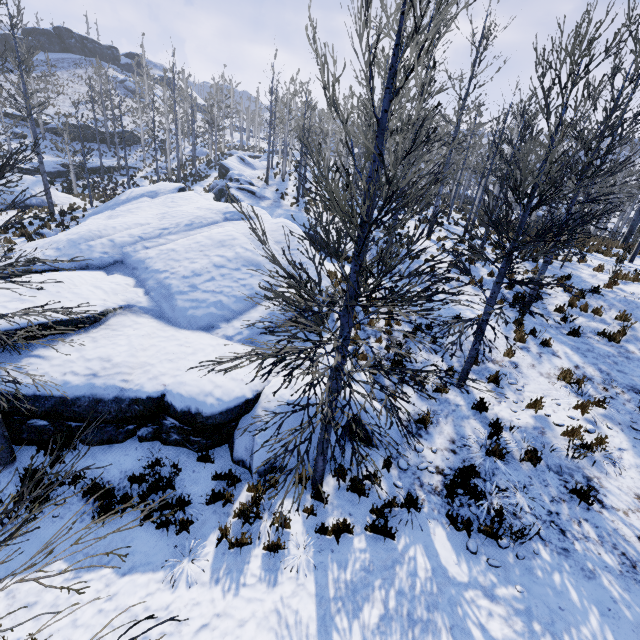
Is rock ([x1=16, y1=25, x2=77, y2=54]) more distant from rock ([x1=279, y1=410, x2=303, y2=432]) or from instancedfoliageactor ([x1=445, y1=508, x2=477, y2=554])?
rock ([x1=279, y1=410, x2=303, y2=432])

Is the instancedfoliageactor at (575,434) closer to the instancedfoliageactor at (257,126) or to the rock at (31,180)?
the rock at (31,180)

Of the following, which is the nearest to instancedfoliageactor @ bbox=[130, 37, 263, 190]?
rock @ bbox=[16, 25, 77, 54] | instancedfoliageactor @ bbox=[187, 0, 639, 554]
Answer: instancedfoliageactor @ bbox=[187, 0, 639, 554]

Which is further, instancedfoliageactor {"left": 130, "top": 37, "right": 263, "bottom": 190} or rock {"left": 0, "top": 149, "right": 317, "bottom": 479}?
instancedfoliageactor {"left": 130, "top": 37, "right": 263, "bottom": 190}

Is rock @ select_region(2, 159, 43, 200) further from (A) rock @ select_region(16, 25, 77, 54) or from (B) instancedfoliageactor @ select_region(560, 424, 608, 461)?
(A) rock @ select_region(16, 25, 77, 54)

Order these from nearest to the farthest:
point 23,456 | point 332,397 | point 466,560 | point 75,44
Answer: point 332,397, point 466,560, point 23,456, point 75,44

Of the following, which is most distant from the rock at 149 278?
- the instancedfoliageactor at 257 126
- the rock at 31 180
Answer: the instancedfoliageactor at 257 126

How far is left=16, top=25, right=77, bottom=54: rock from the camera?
55.2m
